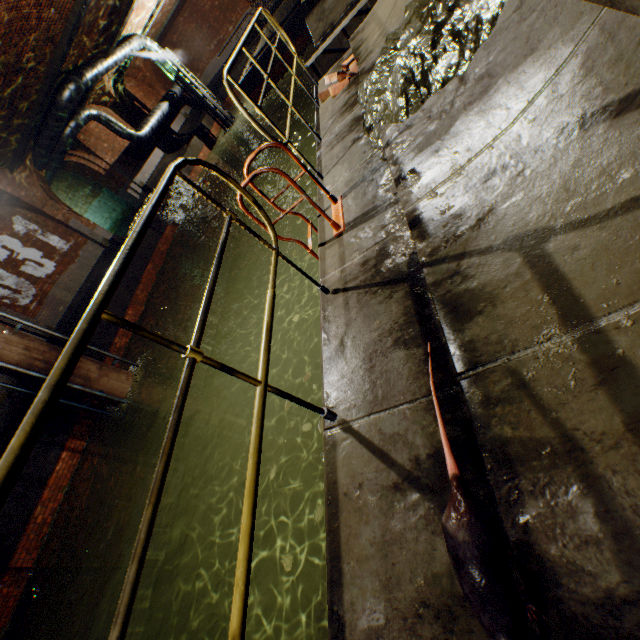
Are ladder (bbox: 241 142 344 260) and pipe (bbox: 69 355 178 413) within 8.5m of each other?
yes

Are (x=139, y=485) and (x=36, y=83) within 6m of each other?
no

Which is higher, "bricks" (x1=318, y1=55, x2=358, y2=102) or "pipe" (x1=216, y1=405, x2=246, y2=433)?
"bricks" (x1=318, y1=55, x2=358, y2=102)

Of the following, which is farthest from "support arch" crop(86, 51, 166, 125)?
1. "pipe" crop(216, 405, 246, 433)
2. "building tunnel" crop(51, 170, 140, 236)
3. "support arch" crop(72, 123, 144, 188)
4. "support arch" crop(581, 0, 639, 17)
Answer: "support arch" crop(581, 0, 639, 17)

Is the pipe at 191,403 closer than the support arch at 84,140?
Yes

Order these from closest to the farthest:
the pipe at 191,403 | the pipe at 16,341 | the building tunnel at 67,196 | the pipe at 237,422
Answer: the pipe at 16,341, the pipe at 191,403, the pipe at 237,422, the building tunnel at 67,196

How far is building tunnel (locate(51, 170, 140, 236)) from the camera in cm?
1679

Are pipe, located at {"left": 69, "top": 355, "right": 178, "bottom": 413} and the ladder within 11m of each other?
yes
